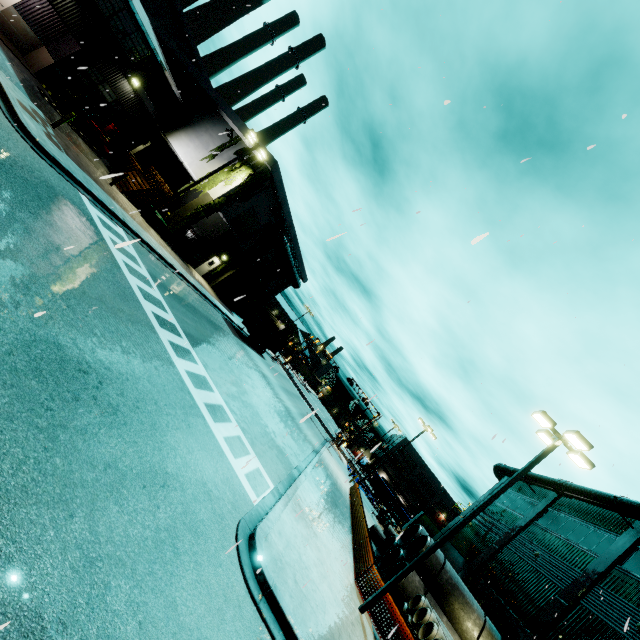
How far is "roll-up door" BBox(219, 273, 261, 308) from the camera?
37.6 meters

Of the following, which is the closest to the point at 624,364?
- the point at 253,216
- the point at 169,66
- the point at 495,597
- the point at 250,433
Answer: the point at 250,433

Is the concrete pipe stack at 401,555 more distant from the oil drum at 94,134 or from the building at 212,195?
the oil drum at 94,134

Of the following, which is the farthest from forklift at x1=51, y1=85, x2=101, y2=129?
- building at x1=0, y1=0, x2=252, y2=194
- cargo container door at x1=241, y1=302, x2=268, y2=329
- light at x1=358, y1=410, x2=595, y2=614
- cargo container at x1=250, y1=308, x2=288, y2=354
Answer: light at x1=358, y1=410, x2=595, y2=614

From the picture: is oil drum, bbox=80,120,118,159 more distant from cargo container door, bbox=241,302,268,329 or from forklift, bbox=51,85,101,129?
cargo container door, bbox=241,302,268,329

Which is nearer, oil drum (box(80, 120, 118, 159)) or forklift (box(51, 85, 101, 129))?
forklift (box(51, 85, 101, 129))

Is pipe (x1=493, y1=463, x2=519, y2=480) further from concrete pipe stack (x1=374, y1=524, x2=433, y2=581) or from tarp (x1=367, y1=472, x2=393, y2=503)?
concrete pipe stack (x1=374, y1=524, x2=433, y2=581)

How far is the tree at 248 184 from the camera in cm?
2469
